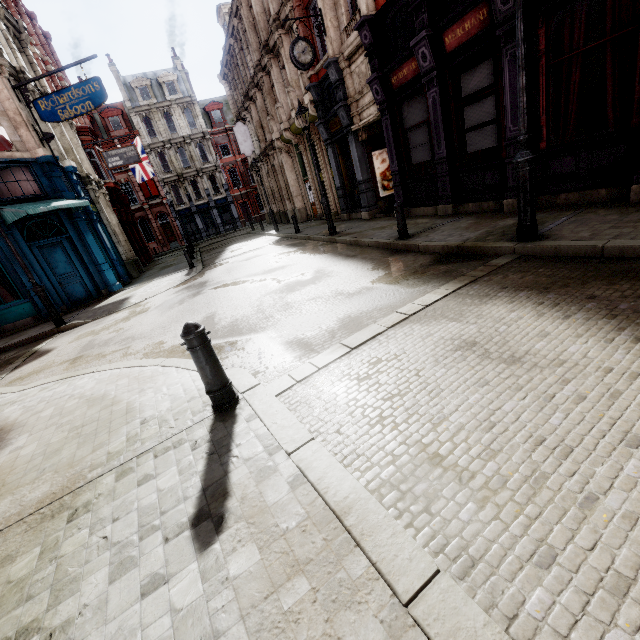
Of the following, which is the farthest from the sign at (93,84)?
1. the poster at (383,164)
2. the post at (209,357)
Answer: the post at (209,357)

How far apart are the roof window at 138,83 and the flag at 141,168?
18.24m

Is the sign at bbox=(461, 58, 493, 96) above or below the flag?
below

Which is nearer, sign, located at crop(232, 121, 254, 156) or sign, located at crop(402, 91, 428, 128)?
sign, located at crop(402, 91, 428, 128)

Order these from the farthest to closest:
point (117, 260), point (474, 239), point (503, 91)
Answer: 1. point (117, 260)
2. point (503, 91)
3. point (474, 239)

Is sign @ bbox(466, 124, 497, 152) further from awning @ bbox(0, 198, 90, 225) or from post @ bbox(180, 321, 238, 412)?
awning @ bbox(0, 198, 90, 225)

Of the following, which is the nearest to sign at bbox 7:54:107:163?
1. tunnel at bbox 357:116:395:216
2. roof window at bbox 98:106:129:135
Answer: tunnel at bbox 357:116:395:216

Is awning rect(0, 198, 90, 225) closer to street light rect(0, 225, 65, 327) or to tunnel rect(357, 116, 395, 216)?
street light rect(0, 225, 65, 327)
